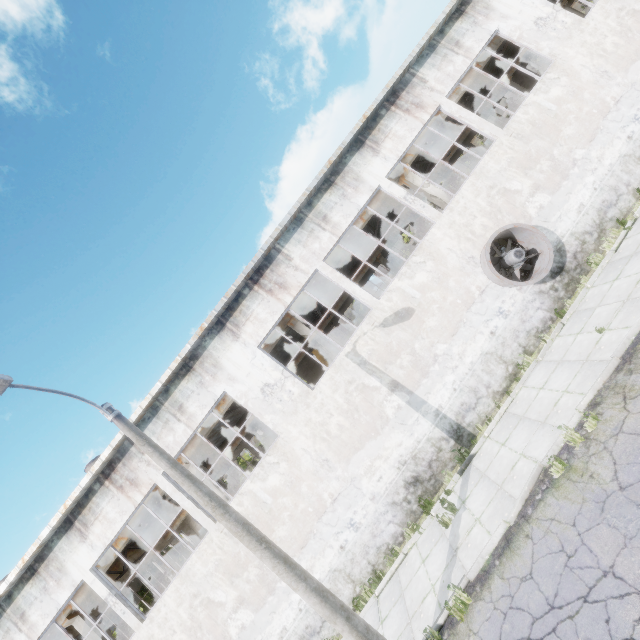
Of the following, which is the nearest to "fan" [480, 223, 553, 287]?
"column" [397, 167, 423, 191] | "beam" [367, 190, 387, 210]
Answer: "column" [397, 167, 423, 191]

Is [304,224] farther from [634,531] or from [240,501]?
[634,531]

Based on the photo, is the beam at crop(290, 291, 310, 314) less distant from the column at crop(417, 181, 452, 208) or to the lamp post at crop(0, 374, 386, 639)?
the column at crop(417, 181, 452, 208)

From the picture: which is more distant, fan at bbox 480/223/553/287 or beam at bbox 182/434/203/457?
beam at bbox 182/434/203/457

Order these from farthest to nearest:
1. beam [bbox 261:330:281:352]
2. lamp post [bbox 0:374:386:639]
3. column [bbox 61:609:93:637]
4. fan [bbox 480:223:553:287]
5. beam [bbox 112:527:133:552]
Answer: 1. beam [bbox 261:330:281:352]
2. beam [bbox 112:527:133:552]
3. column [bbox 61:609:93:637]
4. fan [bbox 480:223:553:287]
5. lamp post [bbox 0:374:386:639]

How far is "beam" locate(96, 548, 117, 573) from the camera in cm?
1414

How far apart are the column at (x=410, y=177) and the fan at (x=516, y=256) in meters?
2.8
